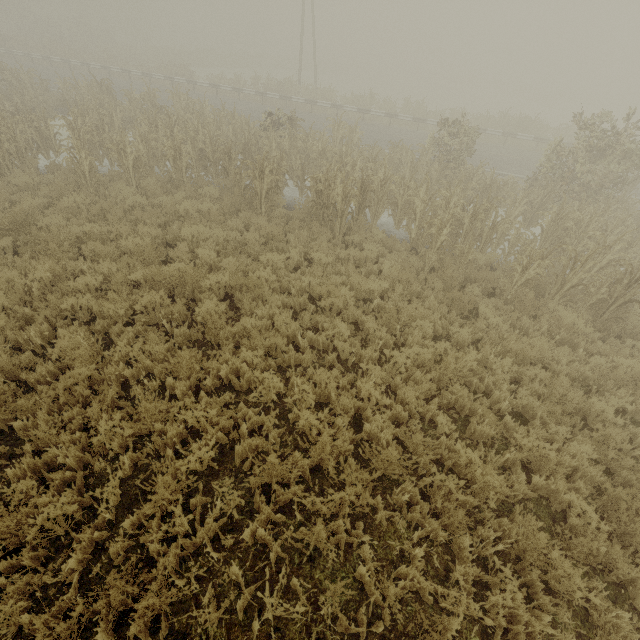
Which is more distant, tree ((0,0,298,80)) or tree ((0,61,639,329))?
tree ((0,0,298,80))

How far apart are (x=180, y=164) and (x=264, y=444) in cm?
1015

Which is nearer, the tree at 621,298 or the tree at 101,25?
the tree at 621,298
